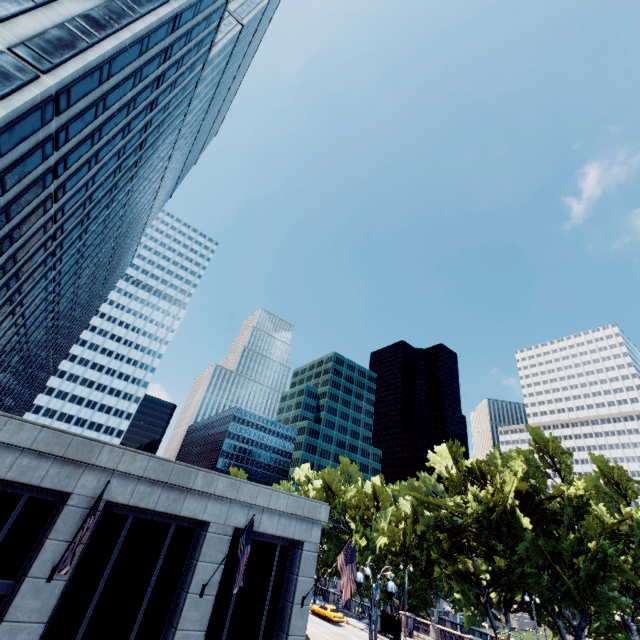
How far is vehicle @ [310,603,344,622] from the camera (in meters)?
39.69

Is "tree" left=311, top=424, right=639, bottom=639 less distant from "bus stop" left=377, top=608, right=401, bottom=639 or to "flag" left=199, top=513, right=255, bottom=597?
"bus stop" left=377, top=608, right=401, bottom=639

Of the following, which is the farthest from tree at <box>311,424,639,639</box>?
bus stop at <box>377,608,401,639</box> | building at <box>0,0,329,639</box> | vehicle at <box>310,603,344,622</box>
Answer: building at <box>0,0,329,639</box>

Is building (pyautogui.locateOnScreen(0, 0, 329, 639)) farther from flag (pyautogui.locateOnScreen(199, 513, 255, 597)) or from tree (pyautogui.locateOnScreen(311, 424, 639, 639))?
tree (pyautogui.locateOnScreen(311, 424, 639, 639))

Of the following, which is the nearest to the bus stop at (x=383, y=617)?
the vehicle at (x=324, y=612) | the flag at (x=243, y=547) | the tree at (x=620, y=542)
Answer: the vehicle at (x=324, y=612)

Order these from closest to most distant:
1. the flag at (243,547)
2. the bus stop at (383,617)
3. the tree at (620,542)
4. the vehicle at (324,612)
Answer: the flag at (243,547)
the tree at (620,542)
the bus stop at (383,617)
the vehicle at (324,612)

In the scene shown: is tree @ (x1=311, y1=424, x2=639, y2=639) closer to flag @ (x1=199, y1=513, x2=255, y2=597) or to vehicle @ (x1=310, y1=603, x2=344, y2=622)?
vehicle @ (x1=310, y1=603, x2=344, y2=622)

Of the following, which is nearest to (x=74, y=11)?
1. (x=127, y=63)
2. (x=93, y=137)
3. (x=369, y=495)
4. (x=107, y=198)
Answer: (x=127, y=63)
